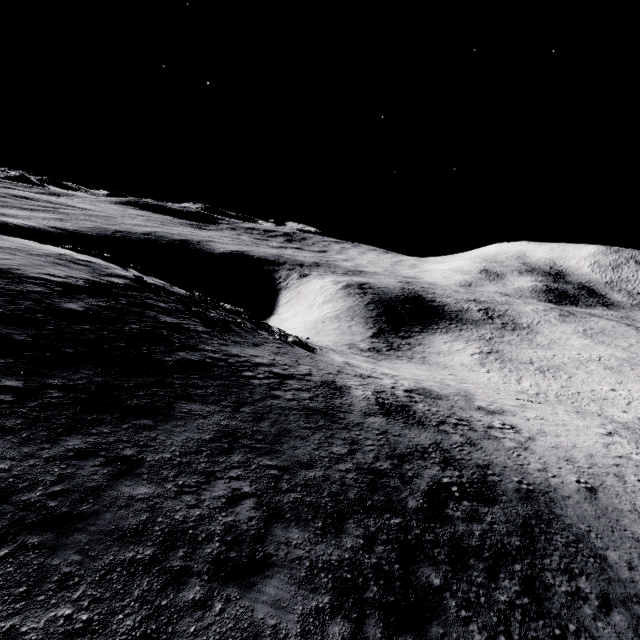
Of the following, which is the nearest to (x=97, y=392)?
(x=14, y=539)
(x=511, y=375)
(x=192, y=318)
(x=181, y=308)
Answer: (x=14, y=539)
